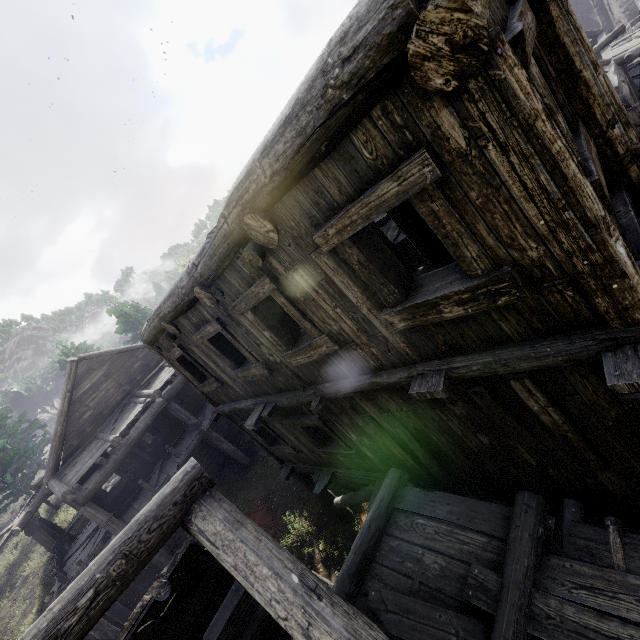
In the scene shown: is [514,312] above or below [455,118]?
below
